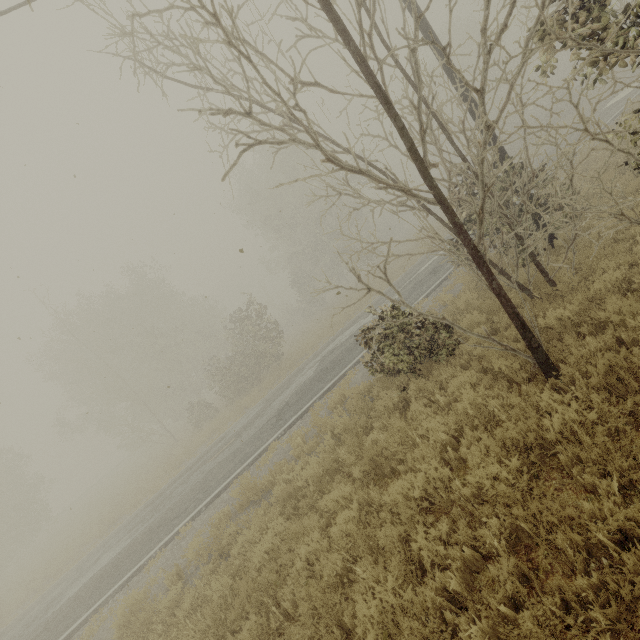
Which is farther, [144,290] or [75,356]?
[75,356]

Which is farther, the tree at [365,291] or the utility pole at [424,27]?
the utility pole at [424,27]

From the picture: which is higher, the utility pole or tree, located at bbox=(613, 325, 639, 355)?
the utility pole

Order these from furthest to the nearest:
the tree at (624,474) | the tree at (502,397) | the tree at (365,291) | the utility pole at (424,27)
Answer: the utility pole at (424,27) < the tree at (502,397) < the tree at (365,291) < the tree at (624,474)

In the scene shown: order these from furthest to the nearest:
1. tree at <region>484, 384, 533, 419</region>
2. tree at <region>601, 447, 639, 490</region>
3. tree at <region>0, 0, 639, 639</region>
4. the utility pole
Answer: the utility pole, tree at <region>484, 384, 533, 419</region>, tree at <region>0, 0, 639, 639</region>, tree at <region>601, 447, 639, 490</region>
